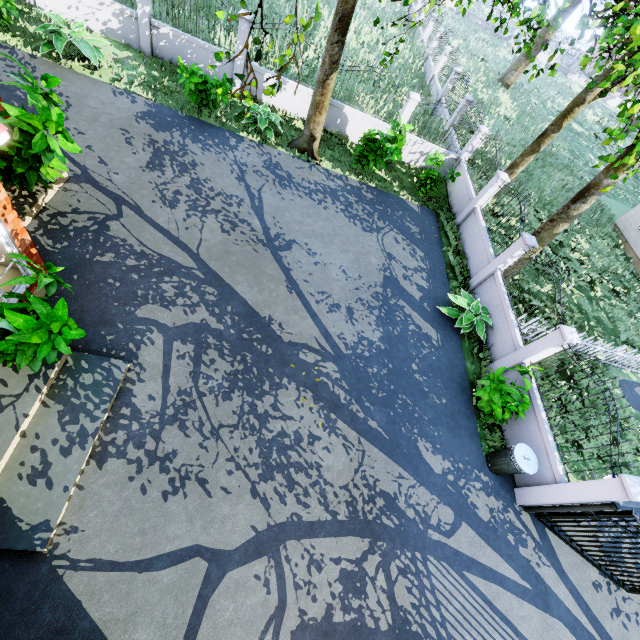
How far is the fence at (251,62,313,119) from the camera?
12.2 meters

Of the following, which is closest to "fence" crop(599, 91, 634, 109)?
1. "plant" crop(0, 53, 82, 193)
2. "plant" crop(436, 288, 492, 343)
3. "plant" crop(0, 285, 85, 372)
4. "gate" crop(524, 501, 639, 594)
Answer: "gate" crop(524, 501, 639, 594)

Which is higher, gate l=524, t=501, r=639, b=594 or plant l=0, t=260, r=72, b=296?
plant l=0, t=260, r=72, b=296

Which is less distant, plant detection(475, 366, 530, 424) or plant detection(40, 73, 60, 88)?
plant detection(40, 73, 60, 88)

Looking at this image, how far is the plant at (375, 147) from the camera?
11.0m

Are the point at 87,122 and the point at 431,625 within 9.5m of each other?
no

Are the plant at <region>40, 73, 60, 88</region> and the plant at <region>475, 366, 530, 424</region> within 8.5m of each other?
no

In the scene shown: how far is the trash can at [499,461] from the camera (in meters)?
7.20
